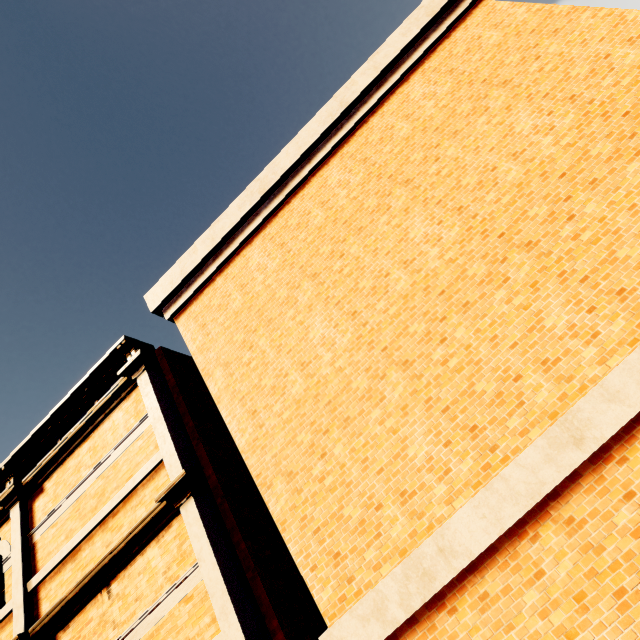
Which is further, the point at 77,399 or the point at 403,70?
the point at 77,399
